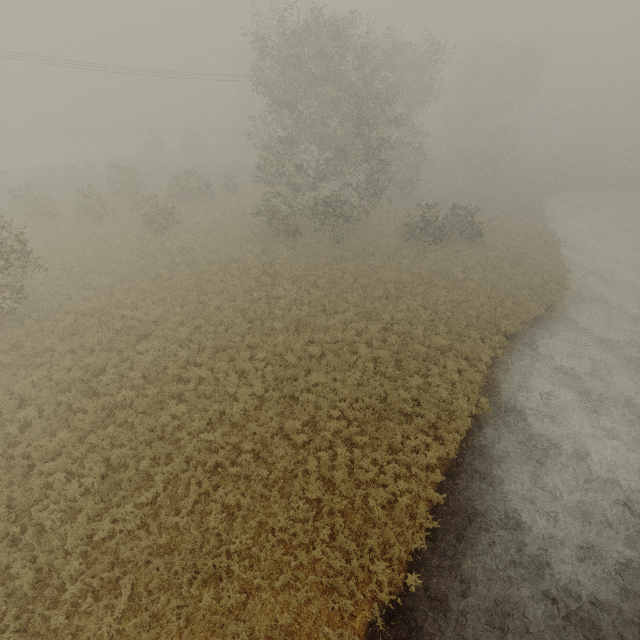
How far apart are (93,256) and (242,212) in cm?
1368
